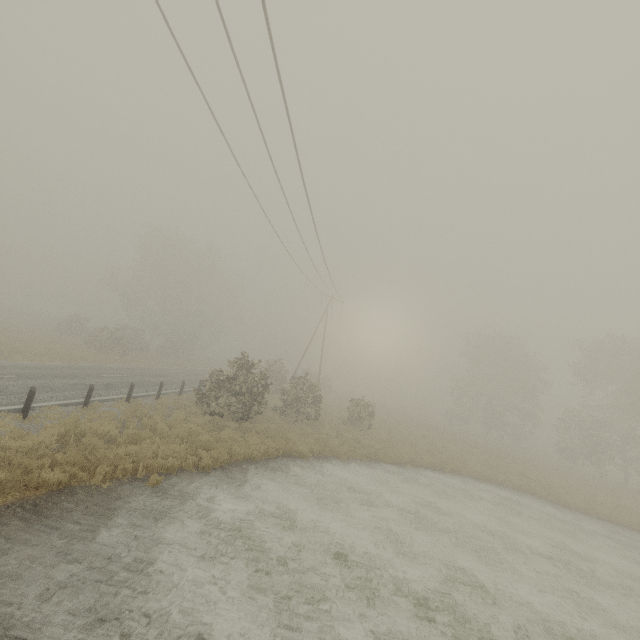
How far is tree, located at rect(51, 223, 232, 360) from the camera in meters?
36.8 m

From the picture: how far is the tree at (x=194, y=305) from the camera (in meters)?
36.84

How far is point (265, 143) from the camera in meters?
10.4 m

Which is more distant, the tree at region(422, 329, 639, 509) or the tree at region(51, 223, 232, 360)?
the tree at region(51, 223, 232, 360)

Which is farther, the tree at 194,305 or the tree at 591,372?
the tree at 194,305
